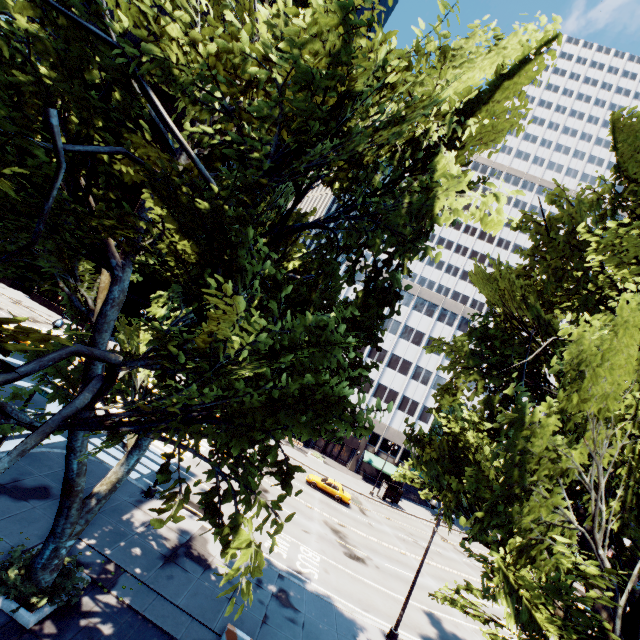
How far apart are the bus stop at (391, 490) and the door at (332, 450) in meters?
9.5 m

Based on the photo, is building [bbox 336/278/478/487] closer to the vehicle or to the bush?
the vehicle

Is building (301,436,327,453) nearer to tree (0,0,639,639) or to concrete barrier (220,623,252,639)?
tree (0,0,639,639)

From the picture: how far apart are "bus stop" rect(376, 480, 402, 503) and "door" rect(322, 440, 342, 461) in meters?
9.5 m

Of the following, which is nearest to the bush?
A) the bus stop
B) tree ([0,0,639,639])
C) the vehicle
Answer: tree ([0,0,639,639])

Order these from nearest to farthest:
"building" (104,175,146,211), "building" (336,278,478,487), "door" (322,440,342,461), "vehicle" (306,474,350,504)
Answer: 1. "vehicle" (306,474,350,504)
2. "building" (336,278,478,487)
3. "door" (322,440,342,461)
4. "building" (104,175,146,211)

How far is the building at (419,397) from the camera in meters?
51.2 m

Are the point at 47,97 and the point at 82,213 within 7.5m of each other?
yes
